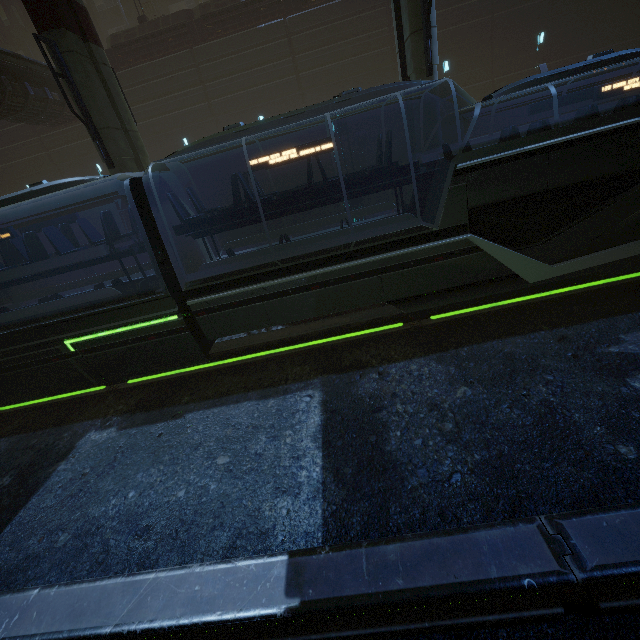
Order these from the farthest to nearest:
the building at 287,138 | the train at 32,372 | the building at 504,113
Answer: the building at 287,138, the building at 504,113, the train at 32,372

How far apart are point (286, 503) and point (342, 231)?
5.65m

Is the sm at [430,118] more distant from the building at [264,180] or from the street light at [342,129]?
the street light at [342,129]

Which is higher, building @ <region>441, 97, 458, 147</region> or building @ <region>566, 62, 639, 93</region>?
building @ <region>566, 62, 639, 93</region>

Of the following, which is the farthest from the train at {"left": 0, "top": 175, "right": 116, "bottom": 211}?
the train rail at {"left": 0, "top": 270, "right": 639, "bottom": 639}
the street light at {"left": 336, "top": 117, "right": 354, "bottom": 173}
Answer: the street light at {"left": 336, "top": 117, "right": 354, "bottom": 173}

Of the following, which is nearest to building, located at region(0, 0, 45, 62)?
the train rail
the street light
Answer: the train rail

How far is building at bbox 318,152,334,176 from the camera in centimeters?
2223cm
